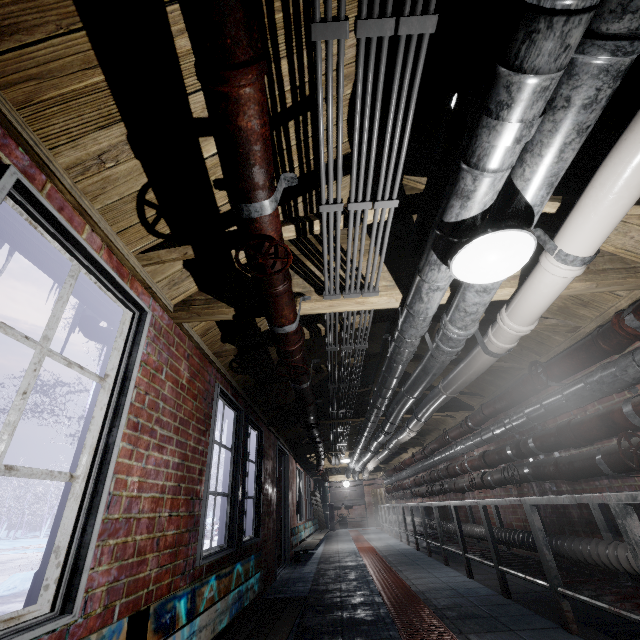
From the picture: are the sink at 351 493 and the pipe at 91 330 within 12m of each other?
no

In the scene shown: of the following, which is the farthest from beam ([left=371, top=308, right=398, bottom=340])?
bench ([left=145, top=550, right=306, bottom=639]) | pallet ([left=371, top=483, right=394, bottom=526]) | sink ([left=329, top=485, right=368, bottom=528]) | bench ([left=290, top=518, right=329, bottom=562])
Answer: sink ([left=329, top=485, right=368, bottom=528])

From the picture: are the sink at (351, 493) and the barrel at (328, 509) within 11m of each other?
yes

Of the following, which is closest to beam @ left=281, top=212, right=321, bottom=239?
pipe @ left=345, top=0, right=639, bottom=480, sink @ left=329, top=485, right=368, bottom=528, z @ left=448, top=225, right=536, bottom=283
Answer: Result: pipe @ left=345, top=0, right=639, bottom=480

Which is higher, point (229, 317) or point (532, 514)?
point (229, 317)

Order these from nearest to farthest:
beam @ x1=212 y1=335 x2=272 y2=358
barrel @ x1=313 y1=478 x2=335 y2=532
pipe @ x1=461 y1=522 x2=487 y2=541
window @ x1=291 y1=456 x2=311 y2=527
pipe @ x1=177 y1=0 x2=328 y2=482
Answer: pipe @ x1=177 y1=0 x2=328 y2=482
beam @ x1=212 y1=335 x2=272 y2=358
pipe @ x1=461 y1=522 x2=487 y2=541
window @ x1=291 y1=456 x2=311 y2=527
barrel @ x1=313 y1=478 x2=335 y2=532

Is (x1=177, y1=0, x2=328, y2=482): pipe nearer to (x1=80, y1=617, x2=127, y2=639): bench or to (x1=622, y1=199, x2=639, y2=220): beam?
(x1=622, y1=199, x2=639, y2=220): beam

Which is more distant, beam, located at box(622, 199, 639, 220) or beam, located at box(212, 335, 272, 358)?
beam, located at box(212, 335, 272, 358)
